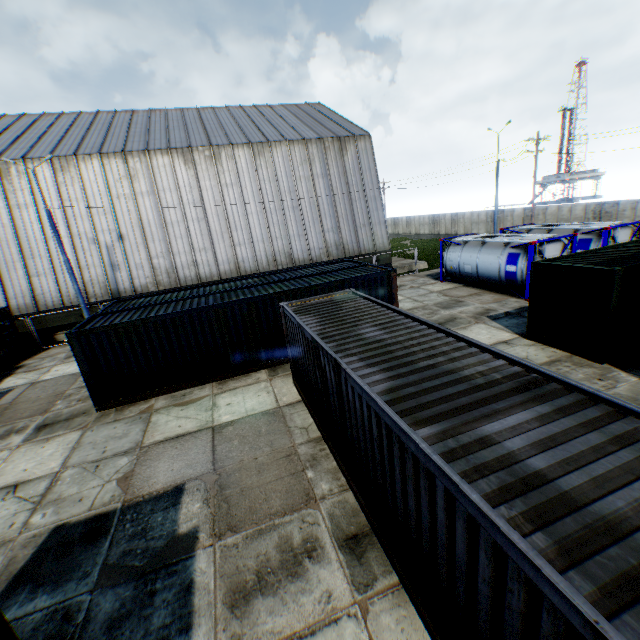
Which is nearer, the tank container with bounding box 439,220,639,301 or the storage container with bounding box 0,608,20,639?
the storage container with bounding box 0,608,20,639

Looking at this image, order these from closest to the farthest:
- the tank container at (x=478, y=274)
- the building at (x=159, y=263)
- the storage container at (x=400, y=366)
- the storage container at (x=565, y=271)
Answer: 1. the storage container at (x=400, y=366)
2. the storage container at (x=565, y=271)
3. the tank container at (x=478, y=274)
4. the building at (x=159, y=263)

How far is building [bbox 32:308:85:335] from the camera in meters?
21.0

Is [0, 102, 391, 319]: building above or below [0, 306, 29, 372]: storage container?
above

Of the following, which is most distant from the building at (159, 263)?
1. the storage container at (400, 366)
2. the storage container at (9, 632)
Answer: the storage container at (9, 632)

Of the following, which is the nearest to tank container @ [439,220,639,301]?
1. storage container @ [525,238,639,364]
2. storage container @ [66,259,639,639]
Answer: storage container @ [525,238,639,364]

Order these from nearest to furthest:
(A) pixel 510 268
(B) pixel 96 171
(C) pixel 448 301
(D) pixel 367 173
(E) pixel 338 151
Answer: (A) pixel 510 268 < (C) pixel 448 301 < (B) pixel 96 171 < (E) pixel 338 151 < (D) pixel 367 173

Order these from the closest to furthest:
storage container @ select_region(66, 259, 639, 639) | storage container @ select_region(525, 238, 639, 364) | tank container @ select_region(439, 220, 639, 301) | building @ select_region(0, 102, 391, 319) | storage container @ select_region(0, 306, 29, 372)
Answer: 1. storage container @ select_region(66, 259, 639, 639)
2. storage container @ select_region(525, 238, 639, 364)
3. tank container @ select_region(439, 220, 639, 301)
4. storage container @ select_region(0, 306, 29, 372)
5. building @ select_region(0, 102, 391, 319)
